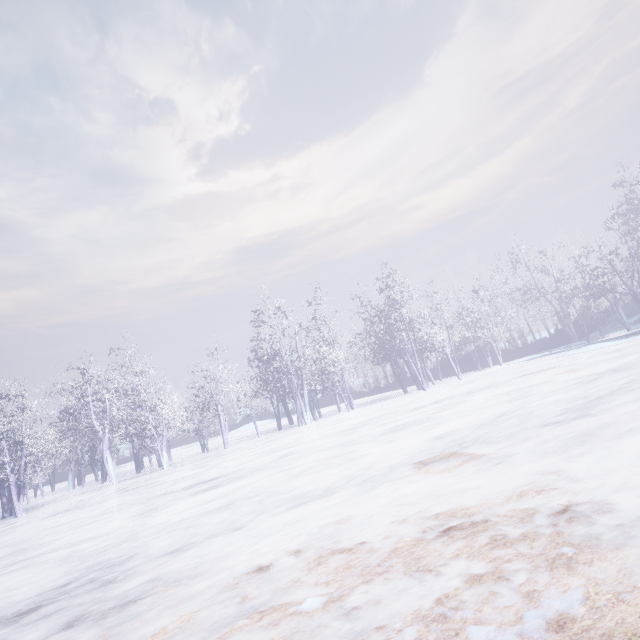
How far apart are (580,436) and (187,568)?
5.3 meters
